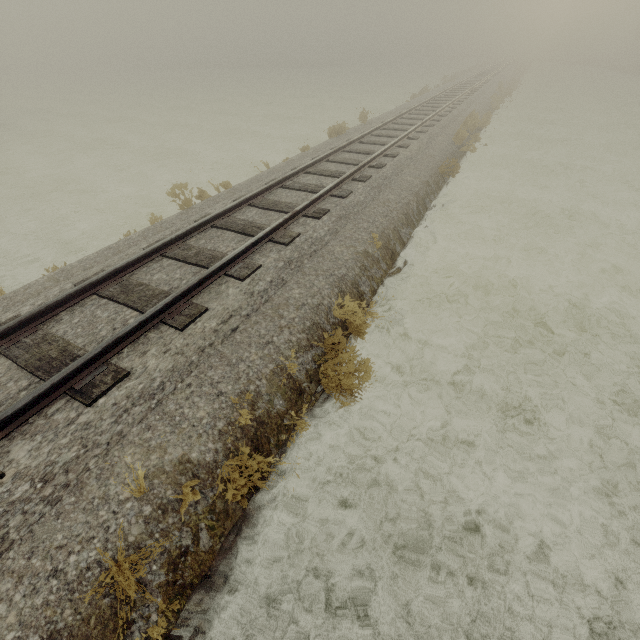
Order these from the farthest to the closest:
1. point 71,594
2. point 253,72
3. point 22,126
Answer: point 253,72 < point 22,126 < point 71,594
